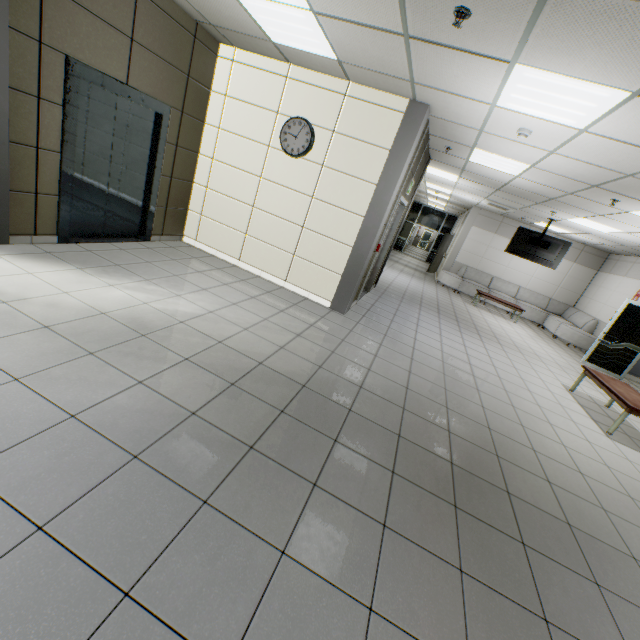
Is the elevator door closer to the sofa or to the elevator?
the elevator

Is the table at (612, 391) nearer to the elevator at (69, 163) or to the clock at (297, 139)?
the clock at (297, 139)

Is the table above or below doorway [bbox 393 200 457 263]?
below

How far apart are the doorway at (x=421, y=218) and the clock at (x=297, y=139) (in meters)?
16.46

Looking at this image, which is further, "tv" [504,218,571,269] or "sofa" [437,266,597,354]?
"sofa" [437,266,597,354]

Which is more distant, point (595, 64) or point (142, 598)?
point (595, 64)

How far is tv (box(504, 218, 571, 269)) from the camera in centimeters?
945cm

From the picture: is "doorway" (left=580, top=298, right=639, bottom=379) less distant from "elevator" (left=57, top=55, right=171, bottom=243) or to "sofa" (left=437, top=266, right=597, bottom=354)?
"sofa" (left=437, top=266, right=597, bottom=354)
